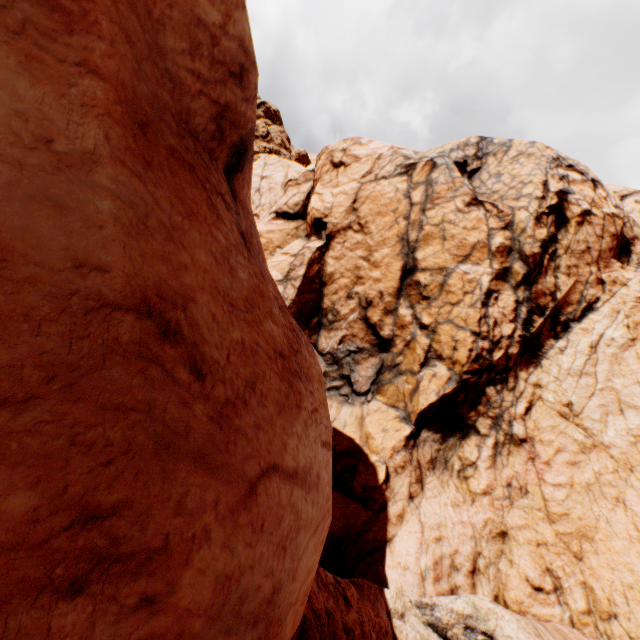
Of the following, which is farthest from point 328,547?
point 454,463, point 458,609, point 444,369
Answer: point 444,369
